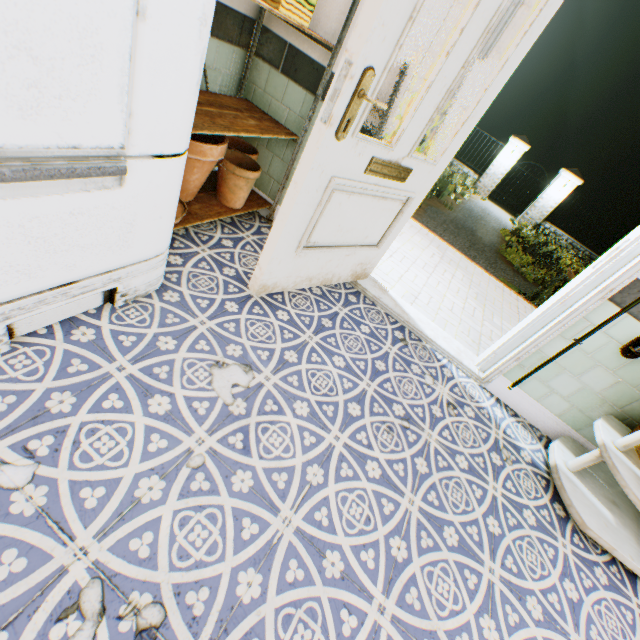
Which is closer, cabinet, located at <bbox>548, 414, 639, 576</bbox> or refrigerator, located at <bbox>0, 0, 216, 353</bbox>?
refrigerator, located at <bbox>0, 0, 216, 353</bbox>

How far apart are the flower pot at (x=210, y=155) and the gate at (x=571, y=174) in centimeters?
1490cm

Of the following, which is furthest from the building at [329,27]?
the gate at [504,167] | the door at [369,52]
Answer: the gate at [504,167]

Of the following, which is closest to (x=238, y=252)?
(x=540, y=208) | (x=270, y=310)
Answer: (x=270, y=310)

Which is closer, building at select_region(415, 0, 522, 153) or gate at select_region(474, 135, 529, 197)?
building at select_region(415, 0, 522, 153)

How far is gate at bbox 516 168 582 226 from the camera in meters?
12.4 m

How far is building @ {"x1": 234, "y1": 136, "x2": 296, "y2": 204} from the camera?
2.40m

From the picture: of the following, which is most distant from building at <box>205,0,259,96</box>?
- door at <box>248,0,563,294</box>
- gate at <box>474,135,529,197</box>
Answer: gate at <box>474,135,529,197</box>
